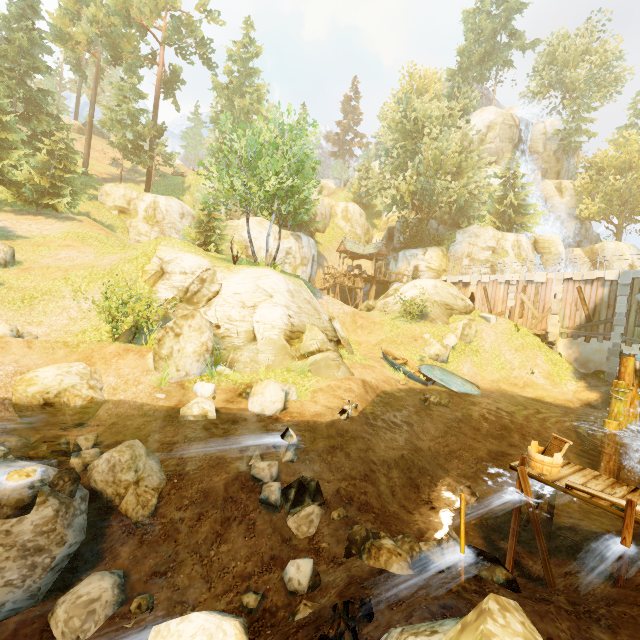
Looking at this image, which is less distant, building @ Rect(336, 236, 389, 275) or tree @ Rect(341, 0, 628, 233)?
tree @ Rect(341, 0, 628, 233)

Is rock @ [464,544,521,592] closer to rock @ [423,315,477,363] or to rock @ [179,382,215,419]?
rock @ [179,382,215,419]

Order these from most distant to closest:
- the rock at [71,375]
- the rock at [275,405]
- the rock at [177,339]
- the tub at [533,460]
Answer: the rock at [177,339], the rock at [275,405], the rock at [71,375], the tub at [533,460]

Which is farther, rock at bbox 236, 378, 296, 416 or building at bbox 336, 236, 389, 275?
building at bbox 336, 236, 389, 275

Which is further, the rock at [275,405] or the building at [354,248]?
the building at [354,248]

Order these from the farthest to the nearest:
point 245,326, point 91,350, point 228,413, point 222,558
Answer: point 245,326 → point 91,350 → point 228,413 → point 222,558

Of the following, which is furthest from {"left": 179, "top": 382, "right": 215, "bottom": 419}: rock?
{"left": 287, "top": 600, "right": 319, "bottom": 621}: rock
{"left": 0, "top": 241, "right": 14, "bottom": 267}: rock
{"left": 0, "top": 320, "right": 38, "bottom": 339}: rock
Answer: {"left": 0, "top": 241, "right": 14, "bottom": 267}: rock

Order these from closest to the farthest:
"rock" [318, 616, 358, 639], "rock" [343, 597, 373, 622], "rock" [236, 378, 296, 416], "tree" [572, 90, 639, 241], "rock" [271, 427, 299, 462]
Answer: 1. "rock" [318, 616, 358, 639]
2. "rock" [343, 597, 373, 622]
3. "rock" [271, 427, 299, 462]
4. "rock" [236, 378, 296, 416]
5. "tree" [572, 90, 639, 241]
